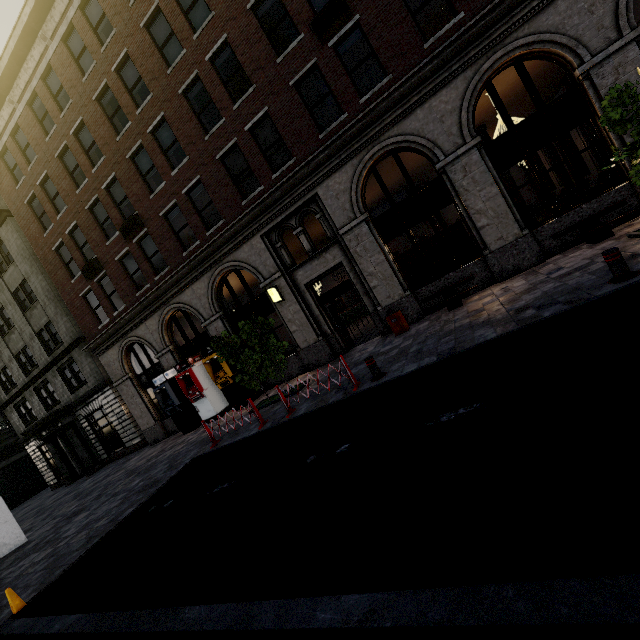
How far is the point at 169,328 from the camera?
16.8 meters

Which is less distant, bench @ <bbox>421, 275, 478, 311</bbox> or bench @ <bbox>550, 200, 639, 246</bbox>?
bench @ <bbox>550, 200, 639, 246</bbox>

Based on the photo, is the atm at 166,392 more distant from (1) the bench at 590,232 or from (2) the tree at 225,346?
(1) the bench at 590,232

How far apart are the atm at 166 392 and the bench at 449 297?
10.4 meters

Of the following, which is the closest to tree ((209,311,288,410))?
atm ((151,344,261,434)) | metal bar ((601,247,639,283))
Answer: atm ((151,344,261,434))

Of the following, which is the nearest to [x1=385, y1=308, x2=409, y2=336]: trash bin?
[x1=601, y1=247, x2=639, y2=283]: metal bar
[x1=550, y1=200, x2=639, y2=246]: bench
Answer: [x1=550, y1=200, x2=639, y2=246]: bench

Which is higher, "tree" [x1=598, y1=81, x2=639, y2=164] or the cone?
"tree" [x1=598, y1=81, x2=639, y2=164]

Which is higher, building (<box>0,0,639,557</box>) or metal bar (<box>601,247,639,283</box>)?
building (<box>0,0,639,557</box>)
